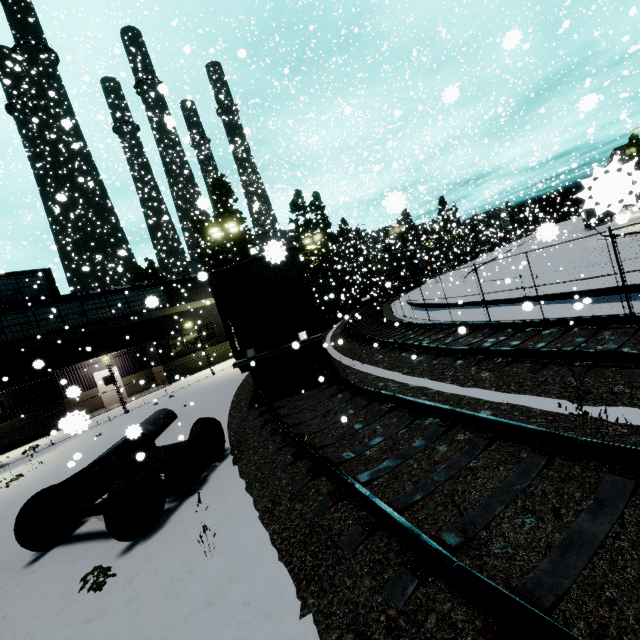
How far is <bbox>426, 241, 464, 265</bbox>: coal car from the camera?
47.3 meters

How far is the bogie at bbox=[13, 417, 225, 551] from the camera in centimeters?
489cm

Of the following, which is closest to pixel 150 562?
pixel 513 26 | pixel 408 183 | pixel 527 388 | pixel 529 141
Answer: pixel 527 388

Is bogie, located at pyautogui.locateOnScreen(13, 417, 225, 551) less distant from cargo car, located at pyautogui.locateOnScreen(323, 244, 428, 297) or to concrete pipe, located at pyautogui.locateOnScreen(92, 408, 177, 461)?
concrete pipe, located at pyautogui.locateOnScreen(92, 408, 177, 461)

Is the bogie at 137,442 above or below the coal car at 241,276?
below

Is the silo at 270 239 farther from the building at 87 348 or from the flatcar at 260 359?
the flatcar at 260 359

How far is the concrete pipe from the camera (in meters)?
8.41
